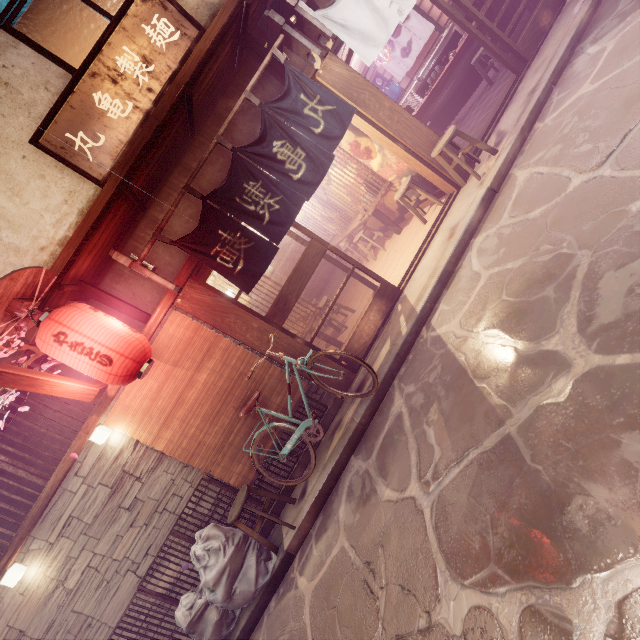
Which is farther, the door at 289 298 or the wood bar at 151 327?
the door at 289 298

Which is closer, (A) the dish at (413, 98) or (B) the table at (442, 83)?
(B) the table at (442, 83)

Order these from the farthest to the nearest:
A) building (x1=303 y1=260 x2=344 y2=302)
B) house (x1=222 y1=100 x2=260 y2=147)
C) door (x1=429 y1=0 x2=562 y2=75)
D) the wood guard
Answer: building (x1=303 y1=260 x2=344 y2=302) < door (x1=429 y1=0 x2=562 y2=75) < house (x1=222 y1=100 x2=260 y2=147) < the wood guard

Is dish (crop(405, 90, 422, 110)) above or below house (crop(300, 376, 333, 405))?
above

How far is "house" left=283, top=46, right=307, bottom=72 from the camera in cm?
893

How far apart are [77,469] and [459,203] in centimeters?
1216cm

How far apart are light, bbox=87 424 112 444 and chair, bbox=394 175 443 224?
10.5 meters

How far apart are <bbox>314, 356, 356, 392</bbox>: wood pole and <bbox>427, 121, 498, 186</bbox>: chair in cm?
627
